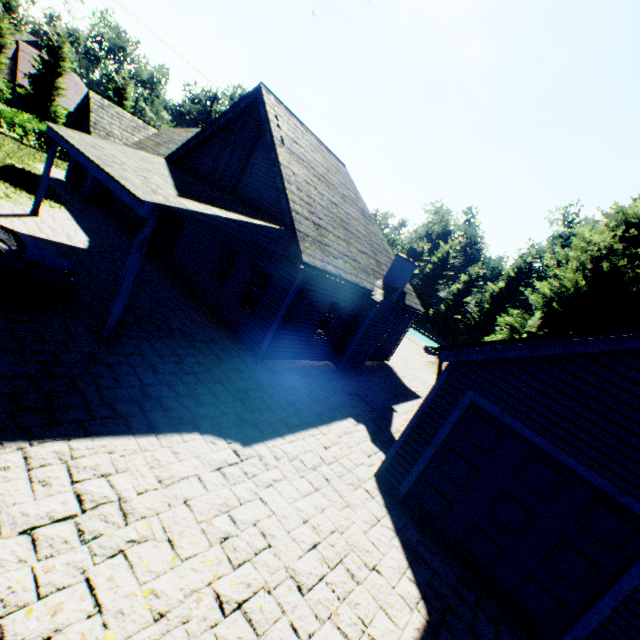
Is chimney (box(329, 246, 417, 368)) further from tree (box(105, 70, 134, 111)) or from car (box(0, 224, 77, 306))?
tree (box(105, 70, 134, 111))

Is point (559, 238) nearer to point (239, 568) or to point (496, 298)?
point (496, 298)

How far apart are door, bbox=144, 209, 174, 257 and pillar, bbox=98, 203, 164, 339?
7.7m

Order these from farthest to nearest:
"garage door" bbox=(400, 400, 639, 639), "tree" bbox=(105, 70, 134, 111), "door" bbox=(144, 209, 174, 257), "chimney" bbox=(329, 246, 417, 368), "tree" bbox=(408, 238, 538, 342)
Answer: "tree" bbox=(408, 238, 538, 342)
"tree" bbox=(105, 70, 134, 111)
"door" bbox=(144, 209, 174, 257)
"chimney" bbox=(329, 246, 417, 368)
"garage door" bbox=(400, 400, 639, 639)

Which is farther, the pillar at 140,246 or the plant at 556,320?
the plant at 556,320

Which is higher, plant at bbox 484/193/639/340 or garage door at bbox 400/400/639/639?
plant at bbox 484/193/639/340

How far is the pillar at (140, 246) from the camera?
6.7 meters

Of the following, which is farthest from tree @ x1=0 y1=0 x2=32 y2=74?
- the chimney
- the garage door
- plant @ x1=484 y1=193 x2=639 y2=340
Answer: the chimney
